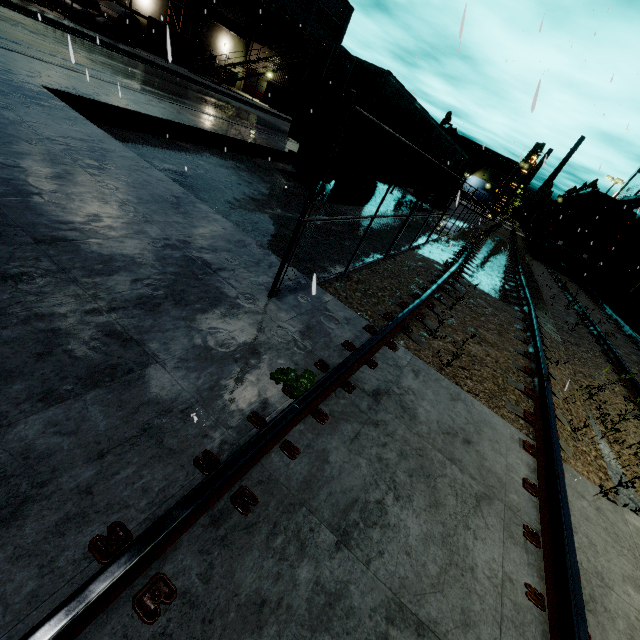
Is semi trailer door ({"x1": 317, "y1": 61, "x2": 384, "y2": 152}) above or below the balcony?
below

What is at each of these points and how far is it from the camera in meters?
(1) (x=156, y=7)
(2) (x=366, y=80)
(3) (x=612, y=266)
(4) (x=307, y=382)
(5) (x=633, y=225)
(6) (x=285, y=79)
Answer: (1) building, 27.9
(2) semi trailer door, 9.6
(3) roll-up door, 25.0
(4) tree, 2.5
(5) building, 25.3
(6) building, 35.9

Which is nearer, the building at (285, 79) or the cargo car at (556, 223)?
the cargo car at (556, 223)

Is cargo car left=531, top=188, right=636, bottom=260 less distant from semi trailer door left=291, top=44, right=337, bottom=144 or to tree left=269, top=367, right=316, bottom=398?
semi trailer door left=291, top=44, right=337, bottom=144

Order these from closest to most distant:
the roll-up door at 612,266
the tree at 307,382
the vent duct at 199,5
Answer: the tree at 307,382, the roll-up door at 612,266, the vent duct at 199,5

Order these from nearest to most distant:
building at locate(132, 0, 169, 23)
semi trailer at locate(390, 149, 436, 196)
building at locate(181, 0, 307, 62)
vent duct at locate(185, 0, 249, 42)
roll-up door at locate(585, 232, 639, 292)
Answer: semi trailer at locate(390, 149, 436, 196) < roll-up door at locate(585, 232, 639, 292) < building at locate(132, 0, 169, 23) < vent duct at locate(185, 0, 249, 42) < building at locate(181, 0, 307, 62)

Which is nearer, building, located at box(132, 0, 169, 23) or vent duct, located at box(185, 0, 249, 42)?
building, located at box(132, 0, 169, 23)

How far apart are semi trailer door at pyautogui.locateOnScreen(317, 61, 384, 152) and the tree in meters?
9.6 m
